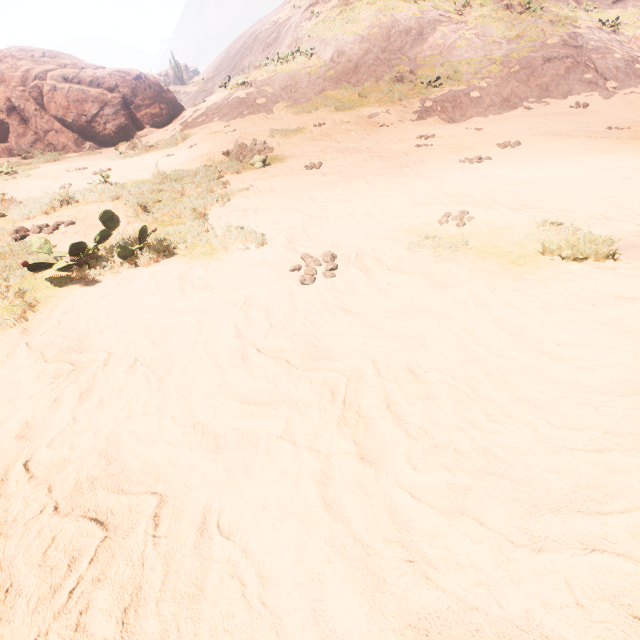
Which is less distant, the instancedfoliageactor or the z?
the z

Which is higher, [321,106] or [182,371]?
[321,106]

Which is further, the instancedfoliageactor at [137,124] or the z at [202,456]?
the instancedfoliageactor at [137,124]
